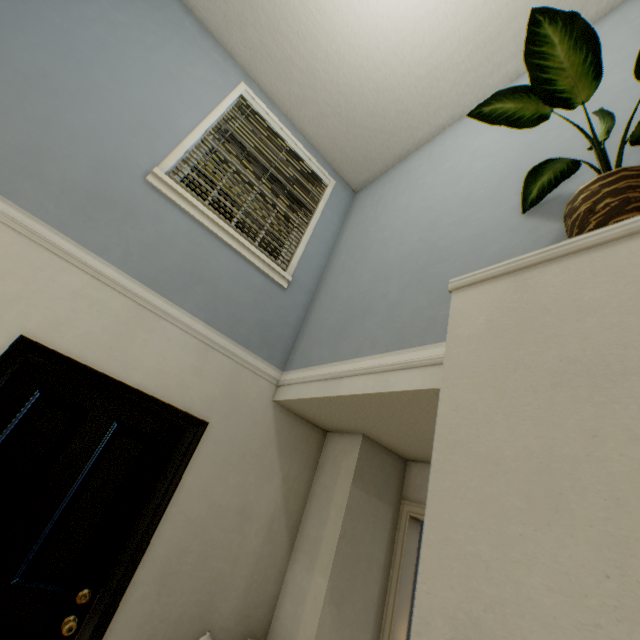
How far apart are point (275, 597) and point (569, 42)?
3.2m

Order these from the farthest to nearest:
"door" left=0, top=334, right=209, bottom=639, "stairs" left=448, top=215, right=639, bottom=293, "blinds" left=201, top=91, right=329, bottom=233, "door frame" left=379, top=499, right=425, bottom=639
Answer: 1. "blinds" left=201, top=91, right=329, bottom=233
2. "door frame" left=379, top=499, right=425, bottom=639
3. "door" left=0, top=334, right=209, bottom=639
4. "stairs" left=448, top=215, right=639, bottom=293

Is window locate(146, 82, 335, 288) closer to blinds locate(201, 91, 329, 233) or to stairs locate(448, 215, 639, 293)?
blinds locate(201, 91, 329, 233)

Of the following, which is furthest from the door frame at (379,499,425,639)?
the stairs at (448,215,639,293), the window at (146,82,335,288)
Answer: the window at (146,82,335,288)

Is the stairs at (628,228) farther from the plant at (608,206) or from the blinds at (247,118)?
the blinds at (247,118)

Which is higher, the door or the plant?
the plant

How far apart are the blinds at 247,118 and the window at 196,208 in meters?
0.0 m

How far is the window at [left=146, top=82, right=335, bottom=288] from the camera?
2.3m
